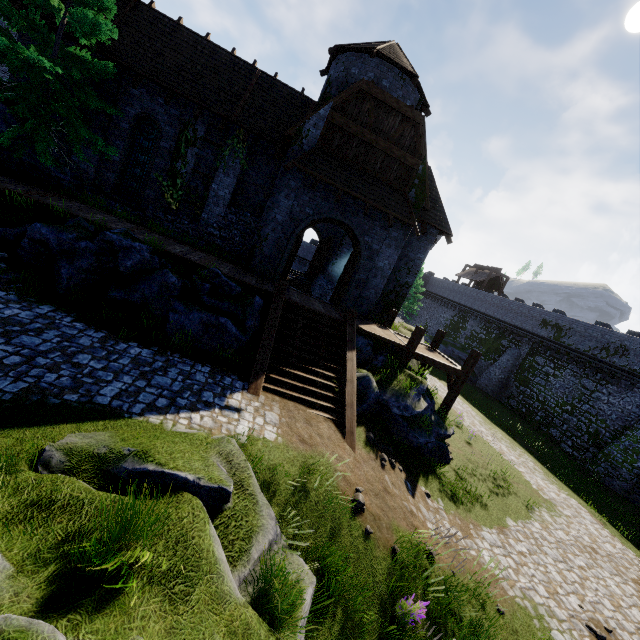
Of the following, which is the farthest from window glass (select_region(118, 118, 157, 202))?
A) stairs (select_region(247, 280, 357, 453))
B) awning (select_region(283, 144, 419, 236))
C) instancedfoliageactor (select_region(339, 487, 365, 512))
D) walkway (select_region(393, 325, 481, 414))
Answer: instancedfoliageactor (select_region(339, 487, 365, 512))

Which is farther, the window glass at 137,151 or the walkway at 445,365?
the window glass at 137,151

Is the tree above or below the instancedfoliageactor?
above

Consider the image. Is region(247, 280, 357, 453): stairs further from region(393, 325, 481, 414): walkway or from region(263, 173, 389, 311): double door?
region(393, 325, 481, 414): walkway

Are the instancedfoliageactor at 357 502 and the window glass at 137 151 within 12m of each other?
no

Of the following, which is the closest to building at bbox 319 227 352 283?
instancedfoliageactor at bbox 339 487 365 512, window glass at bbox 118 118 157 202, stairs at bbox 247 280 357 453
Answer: window glass at bbox 118 118 157 202

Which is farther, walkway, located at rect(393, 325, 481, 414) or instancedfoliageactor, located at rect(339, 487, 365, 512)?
walkway, located at rect(393, 325, 481, 414)

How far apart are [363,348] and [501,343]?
30.1m
